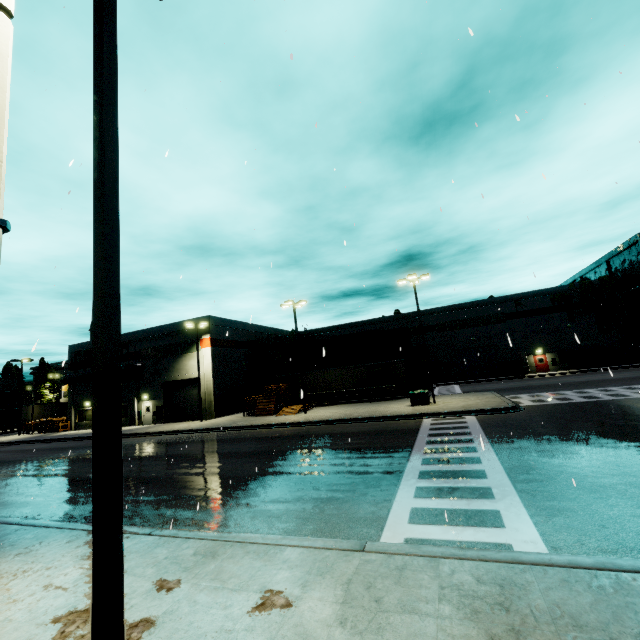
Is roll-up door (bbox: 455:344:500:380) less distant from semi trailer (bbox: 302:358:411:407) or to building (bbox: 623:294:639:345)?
building (bbox: 623:294:639:345)

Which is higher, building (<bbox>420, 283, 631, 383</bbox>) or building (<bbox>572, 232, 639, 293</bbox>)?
building (<bbox>572, 232, 639, 293</bbox>)

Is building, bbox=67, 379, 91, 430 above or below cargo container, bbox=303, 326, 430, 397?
below

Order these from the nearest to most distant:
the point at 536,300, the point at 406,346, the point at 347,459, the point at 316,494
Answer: the point at 316,494
the point at 347,459
the point at 406,346
the point at 536,300

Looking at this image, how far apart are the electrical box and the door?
25.97m

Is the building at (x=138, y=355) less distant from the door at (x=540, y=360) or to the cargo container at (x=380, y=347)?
the door at (x=540, y=360)

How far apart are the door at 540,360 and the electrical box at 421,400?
26.0 meters

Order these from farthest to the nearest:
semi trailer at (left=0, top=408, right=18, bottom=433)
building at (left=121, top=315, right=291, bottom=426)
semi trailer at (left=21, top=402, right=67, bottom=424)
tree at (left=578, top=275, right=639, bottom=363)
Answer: semi trailer at (left=0, top=408, right=18, bottom=433)
semi trailer at (left=21, top=402, right=67, bottom=424)
tree at (left=578, top=275, right=639, bottom=363)
building at (left=121, top=315, right=291, bottom=426)
